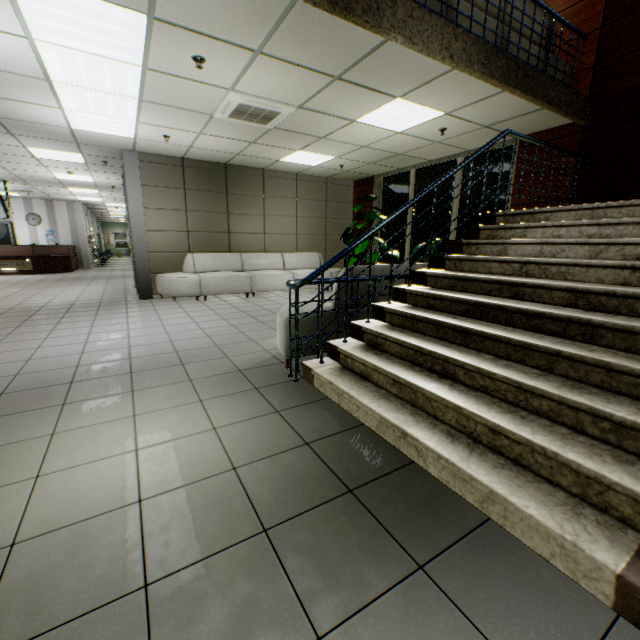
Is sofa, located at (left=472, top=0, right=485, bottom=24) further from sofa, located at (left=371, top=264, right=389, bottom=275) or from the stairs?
sofa, located at (left=371, top=264, right=389, bottom=275)

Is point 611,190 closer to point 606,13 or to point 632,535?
point 606,13

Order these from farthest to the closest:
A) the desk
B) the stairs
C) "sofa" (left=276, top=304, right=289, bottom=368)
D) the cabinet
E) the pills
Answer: the cabinet → the desk → the pills → "sofa" (left=276, top=304, right=289, bottom=368) → the stairs

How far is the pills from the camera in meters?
8.2

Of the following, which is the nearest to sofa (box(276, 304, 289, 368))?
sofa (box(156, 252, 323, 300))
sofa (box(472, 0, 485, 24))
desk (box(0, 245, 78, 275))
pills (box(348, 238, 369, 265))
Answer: sofa (box(472, 0, 485, 24))

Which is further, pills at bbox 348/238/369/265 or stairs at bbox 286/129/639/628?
pills at bbox 348/238/369/265

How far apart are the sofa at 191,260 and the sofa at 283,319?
4.0 meters

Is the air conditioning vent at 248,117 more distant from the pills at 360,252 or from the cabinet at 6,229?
the cabinet at 6,229
